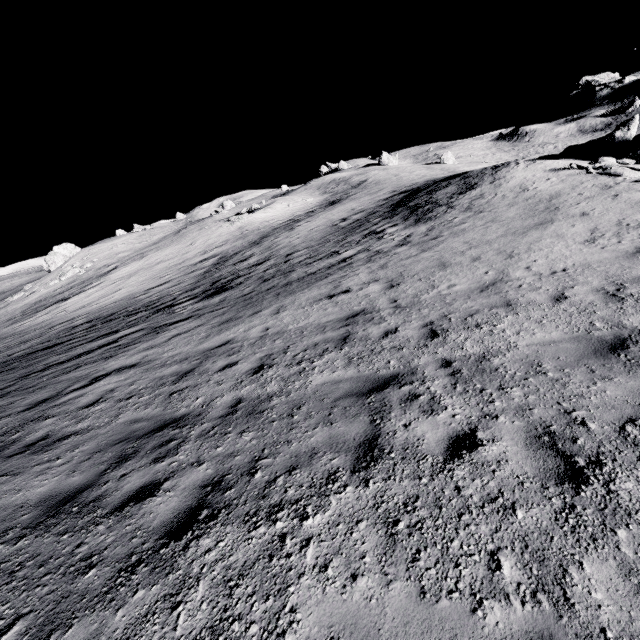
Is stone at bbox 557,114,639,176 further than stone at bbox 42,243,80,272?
No

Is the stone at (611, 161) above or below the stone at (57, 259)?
below

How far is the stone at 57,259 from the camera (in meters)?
46.81

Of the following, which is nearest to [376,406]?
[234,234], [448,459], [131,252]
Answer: [448,459]

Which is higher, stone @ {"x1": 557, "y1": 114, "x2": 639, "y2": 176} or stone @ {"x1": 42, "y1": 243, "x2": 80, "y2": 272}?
stone @ {"x1": 42, "y1": 243, "x2": 80, "y2": 272}

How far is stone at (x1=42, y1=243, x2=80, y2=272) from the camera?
46.81m
